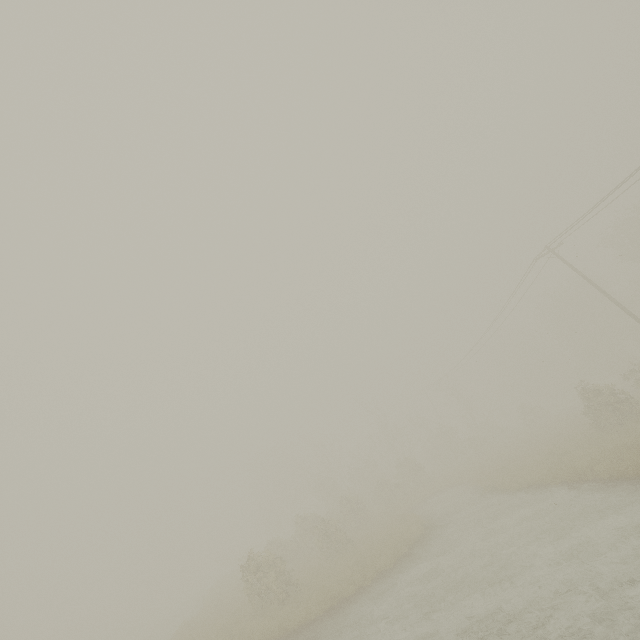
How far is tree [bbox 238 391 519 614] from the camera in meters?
16.9

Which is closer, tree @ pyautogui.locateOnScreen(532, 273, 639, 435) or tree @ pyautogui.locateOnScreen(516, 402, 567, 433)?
tree @ pyautogui.locateOnScreen(532, 273, 639, 435)

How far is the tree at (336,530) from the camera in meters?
16.9

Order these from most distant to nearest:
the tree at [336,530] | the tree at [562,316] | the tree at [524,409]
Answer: the tree at [524,409], the tree at [562,316], the tree at [336,530]

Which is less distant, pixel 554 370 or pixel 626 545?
pixel 626 545
